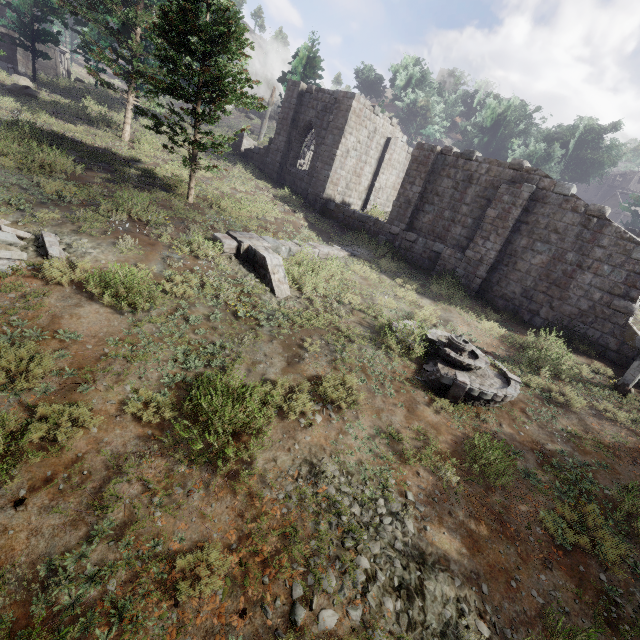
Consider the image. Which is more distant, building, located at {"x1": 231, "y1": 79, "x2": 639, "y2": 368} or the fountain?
building, located at {"x1": 231, "y1": 79, "x2": 639, "y2": 368}

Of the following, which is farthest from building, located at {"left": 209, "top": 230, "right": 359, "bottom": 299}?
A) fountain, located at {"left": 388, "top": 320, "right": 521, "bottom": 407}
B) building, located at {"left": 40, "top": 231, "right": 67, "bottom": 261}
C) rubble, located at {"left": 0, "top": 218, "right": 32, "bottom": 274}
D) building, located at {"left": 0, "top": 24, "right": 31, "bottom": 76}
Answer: building, located at {"left": 0, "top": 24, "right": 31, "bottom": 76}

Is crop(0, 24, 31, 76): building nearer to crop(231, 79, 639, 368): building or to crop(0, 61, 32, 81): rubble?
crop(0, 61, 32, 81): rubble

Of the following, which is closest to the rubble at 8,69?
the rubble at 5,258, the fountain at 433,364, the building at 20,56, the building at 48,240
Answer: the building at 20,56

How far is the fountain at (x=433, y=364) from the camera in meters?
8.5

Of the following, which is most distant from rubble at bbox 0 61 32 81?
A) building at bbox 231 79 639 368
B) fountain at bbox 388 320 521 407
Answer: fountain at bbox 388 320 521 407

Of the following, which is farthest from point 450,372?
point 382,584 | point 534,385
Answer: point 382,584

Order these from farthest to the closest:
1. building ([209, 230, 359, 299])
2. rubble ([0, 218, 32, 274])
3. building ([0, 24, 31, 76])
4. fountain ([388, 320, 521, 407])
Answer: building ([0, 24, 31, 76]) → building ([209, 230, 359, 299]) → fountain ([388, 320, 521, 407]) → rubble ([0, 218, 32, 274])
